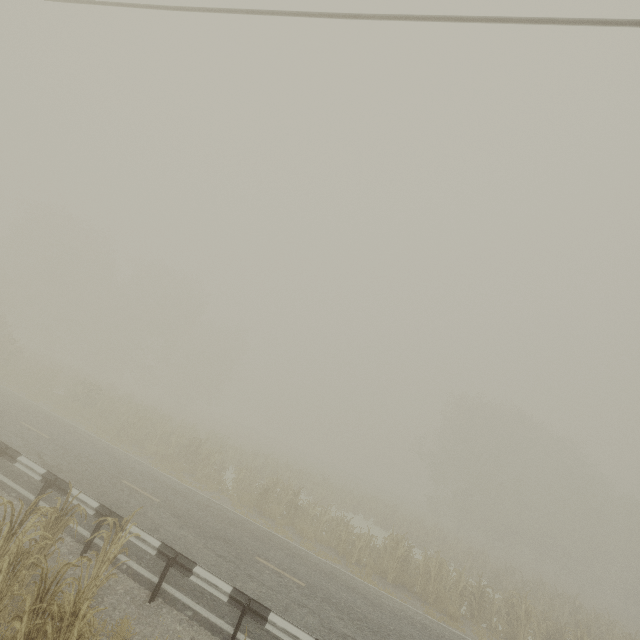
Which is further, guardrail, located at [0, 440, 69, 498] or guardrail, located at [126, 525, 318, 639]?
guardrail, located at [0, 440, 69, 498]

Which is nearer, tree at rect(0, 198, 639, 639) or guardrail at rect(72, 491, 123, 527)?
guardrail at rect(72, 491, 123, 527)

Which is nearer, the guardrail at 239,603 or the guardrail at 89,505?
the guardrail at 239,603

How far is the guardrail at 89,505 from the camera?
7.9 meters

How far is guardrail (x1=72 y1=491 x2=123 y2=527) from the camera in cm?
791

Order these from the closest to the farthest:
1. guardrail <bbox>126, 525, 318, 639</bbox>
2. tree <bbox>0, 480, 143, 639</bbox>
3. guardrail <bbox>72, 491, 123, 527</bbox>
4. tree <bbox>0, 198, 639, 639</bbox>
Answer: tree <bbox>0, 480, 143, 639</bbox> < guardrail <bbox>126, 525, 318, 639</bbox> < guardrail <bbox>72, 491, 123, 527</bbox> < tree <bbox>0, 198, 639, 639</bbox>

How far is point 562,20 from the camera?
4.3m
